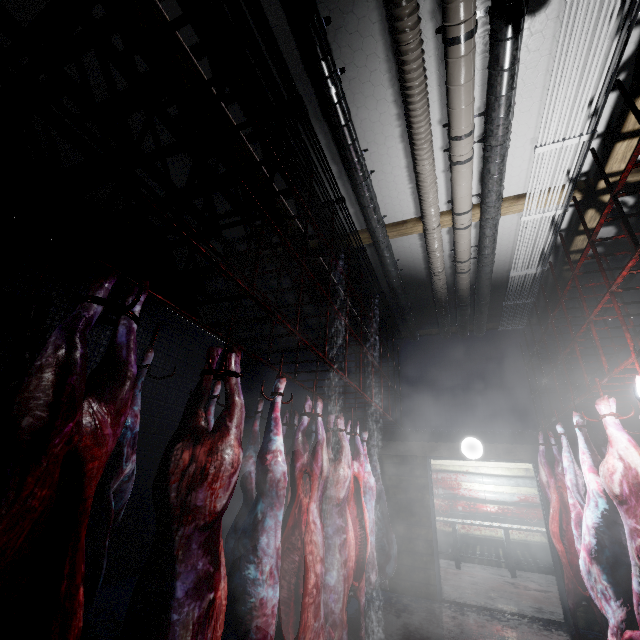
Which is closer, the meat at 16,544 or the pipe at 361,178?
the meat at 16,544

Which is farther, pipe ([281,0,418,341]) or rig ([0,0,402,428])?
pipe ([281,0,418,341])

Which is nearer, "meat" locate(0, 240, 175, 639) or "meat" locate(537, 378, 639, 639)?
"meat" locate(0, 240, 175, 639)

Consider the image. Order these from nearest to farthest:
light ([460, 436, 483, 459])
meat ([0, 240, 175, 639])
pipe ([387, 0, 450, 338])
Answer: meat ([0, 240, 175, 639]) → pipe ([387, 0, 450, 338]) → light ([460, 436, 483, 459])

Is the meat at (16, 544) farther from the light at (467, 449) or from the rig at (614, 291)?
the light at (467, 449)

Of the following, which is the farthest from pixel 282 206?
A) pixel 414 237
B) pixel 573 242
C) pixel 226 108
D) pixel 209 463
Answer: pixel 573 242

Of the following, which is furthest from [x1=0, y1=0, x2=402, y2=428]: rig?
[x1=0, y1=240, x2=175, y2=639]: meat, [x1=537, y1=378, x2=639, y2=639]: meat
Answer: [x1=537, y1=378, x2=639, y2=639]: meat

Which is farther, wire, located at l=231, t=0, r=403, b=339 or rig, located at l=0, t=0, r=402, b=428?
wire, located at l=231, t=0, r=403, b=339
